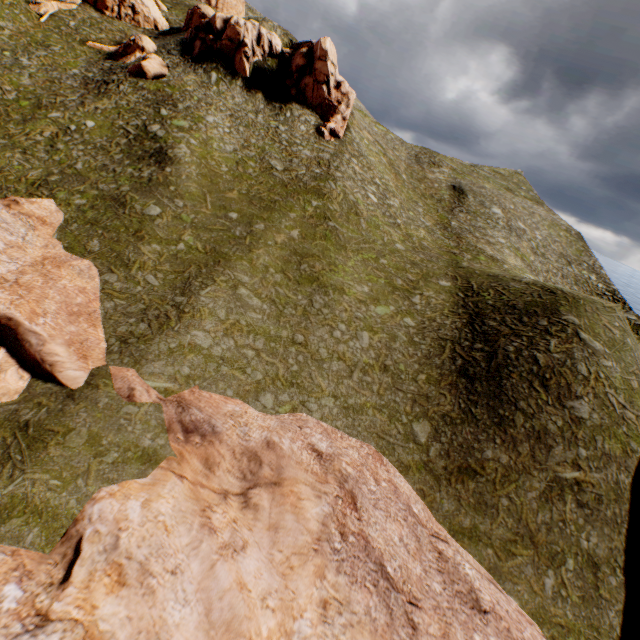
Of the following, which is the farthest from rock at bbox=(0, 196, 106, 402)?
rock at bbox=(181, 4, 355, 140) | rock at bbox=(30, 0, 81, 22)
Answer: rock at bbox=(30, 0, 81, 22)

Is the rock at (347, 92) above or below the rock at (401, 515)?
above

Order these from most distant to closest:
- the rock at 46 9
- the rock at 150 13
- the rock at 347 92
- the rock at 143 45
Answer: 1. the rock at 150 13
2. the rock at 46 9
3. the rock at 347 92
4. the rock at 143 45

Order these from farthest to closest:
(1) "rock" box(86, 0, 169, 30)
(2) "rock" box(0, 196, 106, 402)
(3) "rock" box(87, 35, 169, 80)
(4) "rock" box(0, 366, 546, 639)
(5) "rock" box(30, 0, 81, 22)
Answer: (1) "rock" box(86, 0, 169, 30) < (5) "rock" box(30, 0, 81, 22) < (3) "rock" box(87, 35, 169, 80) < (2) "rock" box(0, 196, 106, 402) < (4) "rock" box(0, 366, 546, 639)

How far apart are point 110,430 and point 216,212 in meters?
20.3

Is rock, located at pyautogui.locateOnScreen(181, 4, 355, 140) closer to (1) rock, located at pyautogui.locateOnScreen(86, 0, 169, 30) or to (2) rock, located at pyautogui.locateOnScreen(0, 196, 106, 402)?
(1) rock, located at pyautogui.locateOnScreen(86, 0, 169, 30)
